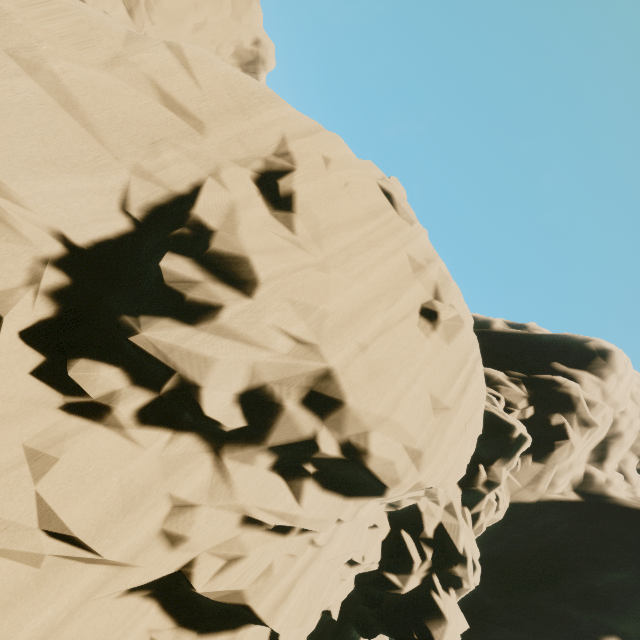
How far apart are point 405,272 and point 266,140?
5.3m
